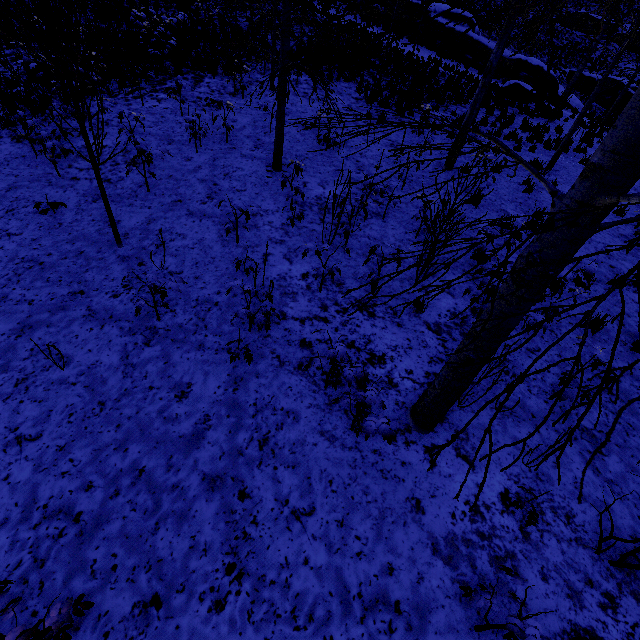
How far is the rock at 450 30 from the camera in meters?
21.6

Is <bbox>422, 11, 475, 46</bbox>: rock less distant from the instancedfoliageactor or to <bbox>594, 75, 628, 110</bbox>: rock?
<bbox>594, 75, 628, 110</bbox>: rock

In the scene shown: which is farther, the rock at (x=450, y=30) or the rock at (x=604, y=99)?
the rock at (x=604, y=99)

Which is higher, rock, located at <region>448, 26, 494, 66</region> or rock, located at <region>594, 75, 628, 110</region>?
rock, located at <region>448, 26, 494, 66</region>

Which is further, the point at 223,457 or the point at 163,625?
the point at 223,457

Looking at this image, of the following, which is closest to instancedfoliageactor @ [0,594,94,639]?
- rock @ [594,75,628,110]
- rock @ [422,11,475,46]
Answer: rock @ [422,11,475,46]

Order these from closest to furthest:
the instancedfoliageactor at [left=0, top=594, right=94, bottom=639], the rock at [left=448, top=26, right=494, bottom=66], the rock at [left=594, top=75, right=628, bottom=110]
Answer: the instancedfoliageactor at [left=0, top=594, right=94, bottom=639]
the rock at [left=448, top=26, right=494, bottom=66]
the rock at [left=594, top=75, right=628, bottom=110]
